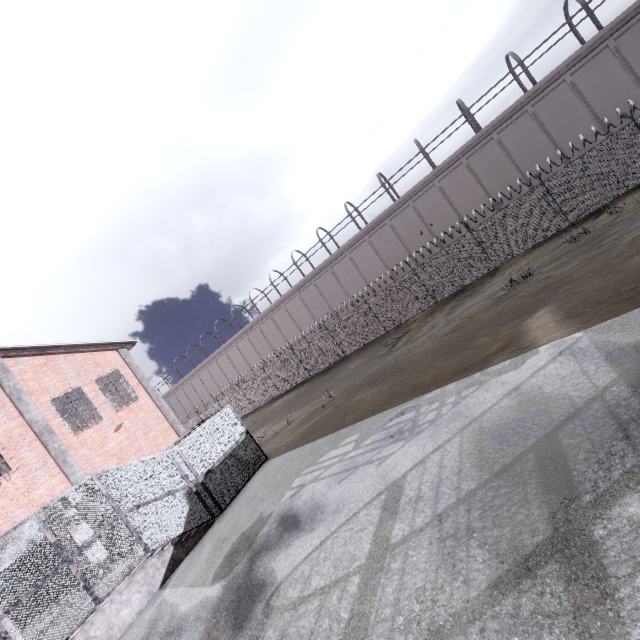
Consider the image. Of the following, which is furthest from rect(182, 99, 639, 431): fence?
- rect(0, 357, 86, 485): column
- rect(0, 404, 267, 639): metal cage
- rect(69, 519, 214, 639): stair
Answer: rect(0, 357, 86, 485): column

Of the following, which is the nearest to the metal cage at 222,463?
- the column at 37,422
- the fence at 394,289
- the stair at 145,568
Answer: the stair at 145,568

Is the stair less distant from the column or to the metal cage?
the metal cage

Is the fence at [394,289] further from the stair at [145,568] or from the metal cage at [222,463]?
the stair at [145,568]

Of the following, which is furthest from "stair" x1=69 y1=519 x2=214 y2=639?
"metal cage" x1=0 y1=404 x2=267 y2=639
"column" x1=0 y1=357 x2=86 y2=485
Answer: "column" x1=0 y1=357 x2=86 y2=485

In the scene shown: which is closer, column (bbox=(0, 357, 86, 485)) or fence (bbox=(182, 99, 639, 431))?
column (bbox=(0, 357, 86, 485))

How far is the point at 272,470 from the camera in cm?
1270

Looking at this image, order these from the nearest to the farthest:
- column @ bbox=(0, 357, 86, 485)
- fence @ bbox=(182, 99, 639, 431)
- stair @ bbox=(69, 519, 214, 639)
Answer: stair @ bbox=(69, 519, 214, 639), column @ bbox=(0, 357, 86, 485), fence @ bbox=(182, 99, 639, 431)
